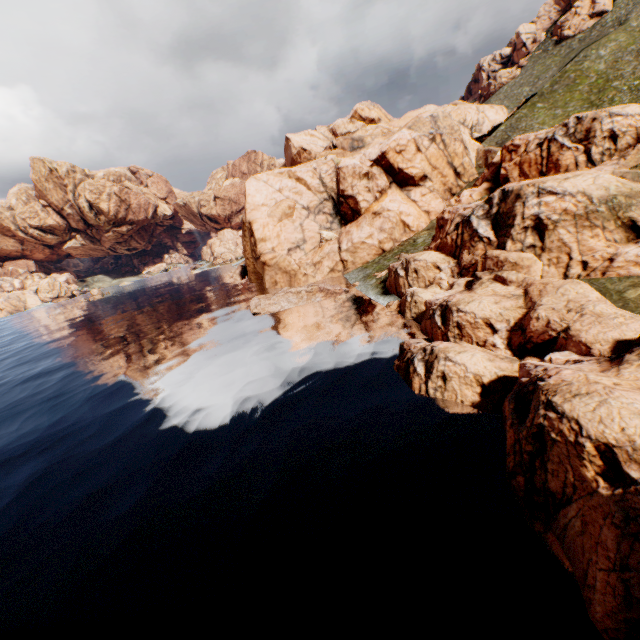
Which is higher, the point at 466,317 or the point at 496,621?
the point at 466,317
